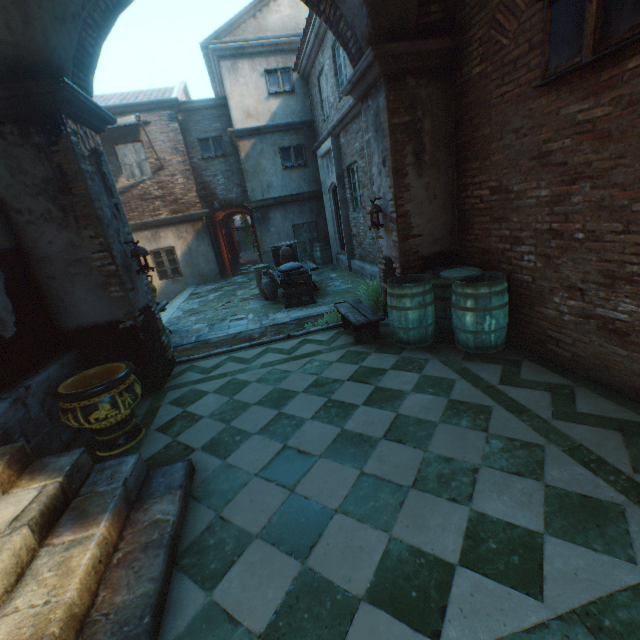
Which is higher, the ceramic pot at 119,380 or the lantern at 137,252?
the lantern at 137,252

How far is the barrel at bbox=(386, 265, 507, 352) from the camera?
4.1 meters

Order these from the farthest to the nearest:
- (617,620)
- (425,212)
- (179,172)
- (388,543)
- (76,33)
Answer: (179,172) < (425,212) < (76,33) < (388,543) < (617,620)

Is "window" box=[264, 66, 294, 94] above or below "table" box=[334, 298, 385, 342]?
above

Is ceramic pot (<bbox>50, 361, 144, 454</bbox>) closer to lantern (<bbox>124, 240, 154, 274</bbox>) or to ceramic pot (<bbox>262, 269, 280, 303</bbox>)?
lantern (<bbox>124, 240, 154, 274</bbox>)

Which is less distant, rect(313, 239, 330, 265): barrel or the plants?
the plants

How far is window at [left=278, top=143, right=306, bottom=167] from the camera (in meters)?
12.35

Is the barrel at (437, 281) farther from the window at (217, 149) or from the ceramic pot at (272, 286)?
the window at (217, 149)
